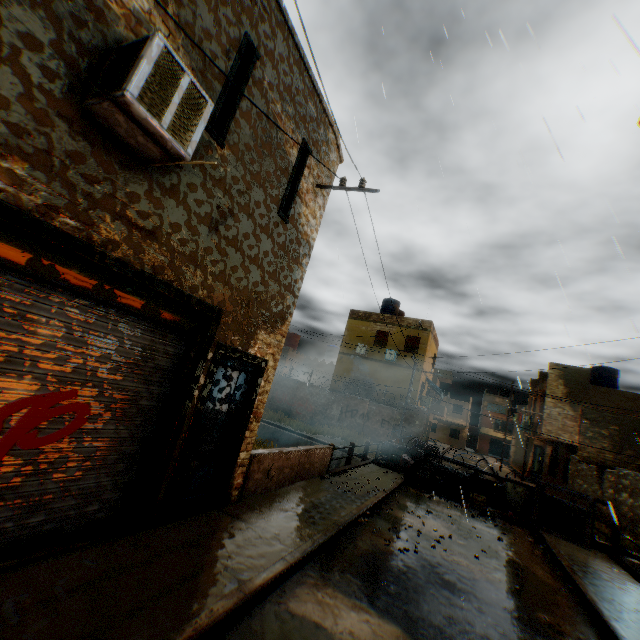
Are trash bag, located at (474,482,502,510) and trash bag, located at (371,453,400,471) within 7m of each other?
yes

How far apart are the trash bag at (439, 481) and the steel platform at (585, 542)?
2.9 meters

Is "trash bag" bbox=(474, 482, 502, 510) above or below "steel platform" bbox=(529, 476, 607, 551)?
below

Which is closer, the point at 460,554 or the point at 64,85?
the point at 64,85

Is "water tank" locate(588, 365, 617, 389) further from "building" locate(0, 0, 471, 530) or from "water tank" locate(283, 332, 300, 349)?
"water tank" locate(283, 332, 300, 349)

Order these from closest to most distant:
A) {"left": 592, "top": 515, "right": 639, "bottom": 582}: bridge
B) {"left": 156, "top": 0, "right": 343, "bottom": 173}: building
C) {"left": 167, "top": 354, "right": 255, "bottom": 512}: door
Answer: {"left": 156, "top": 0, "right": 343, "bottom": 173}: building
{"left": 167, "top": 354, "right": 255, "bottom": 512}: door
{"left": 592, "top": 515, "right": 639, "bottom": 582}: bridge

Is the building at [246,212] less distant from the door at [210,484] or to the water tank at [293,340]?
the door at [210,484]

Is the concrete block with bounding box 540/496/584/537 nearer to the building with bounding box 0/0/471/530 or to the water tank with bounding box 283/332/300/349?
the building with bounding box 0/0/471/530
